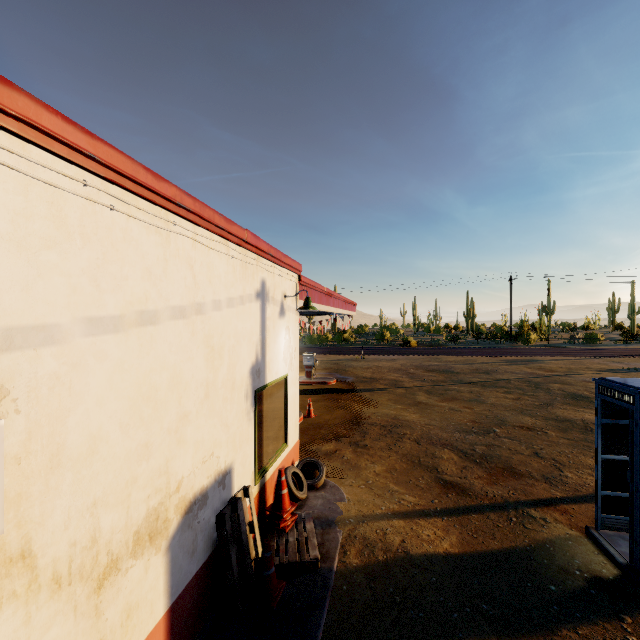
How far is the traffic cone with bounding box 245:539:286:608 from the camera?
4.2m

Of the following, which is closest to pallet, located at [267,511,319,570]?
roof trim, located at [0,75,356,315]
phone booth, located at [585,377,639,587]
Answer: roof trim, located at [0,75,356,315]

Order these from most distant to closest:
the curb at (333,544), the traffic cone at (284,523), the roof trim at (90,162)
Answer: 1. the traffic cone at (284,523)
2. the curb at (333,544)
3. the roof trim at (90,162)

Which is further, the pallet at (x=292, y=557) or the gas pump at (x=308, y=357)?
the gas pump at (x=308, y=357)

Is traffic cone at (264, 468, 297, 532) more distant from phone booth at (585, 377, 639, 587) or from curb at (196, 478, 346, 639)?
phone booth at (585, 377, 639, 587)

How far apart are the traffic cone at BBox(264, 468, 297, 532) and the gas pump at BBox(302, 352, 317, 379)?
12.84m

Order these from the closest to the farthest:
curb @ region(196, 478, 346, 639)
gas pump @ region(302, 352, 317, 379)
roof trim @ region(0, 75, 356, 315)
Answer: roof trim @ region(0, 75, 356, 315) → curb @ region(196, 478, 346, 639) → gas pump @ region(302, 352, 317, 379)

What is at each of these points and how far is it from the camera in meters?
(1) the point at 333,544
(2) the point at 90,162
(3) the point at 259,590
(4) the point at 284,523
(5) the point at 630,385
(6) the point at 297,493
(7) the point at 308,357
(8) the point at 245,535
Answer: (1) curb, 5.3 m
(2) roof trim, 2.3 m
(3) traffic cone, 4.2 m
(4) traffic cone, 5.4 m
(5) phone booth, 4.7 m
(6) tire, 6.3 m
(7) gas pump, 18.9 m
(8) pallet, 4.4 m
